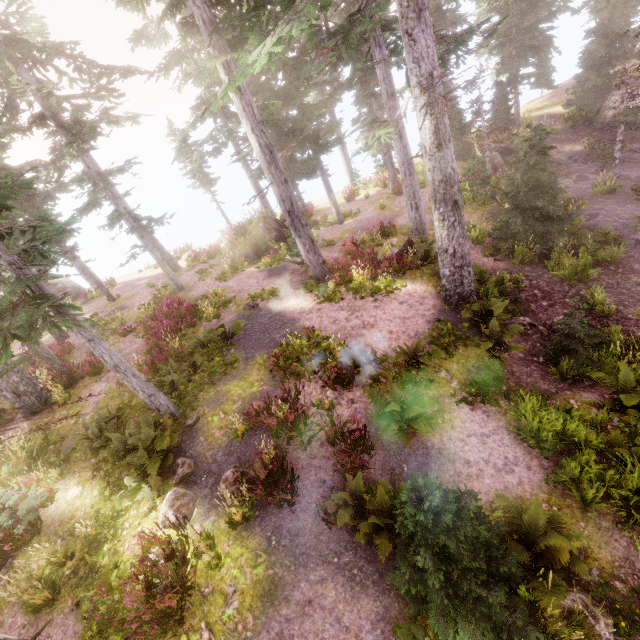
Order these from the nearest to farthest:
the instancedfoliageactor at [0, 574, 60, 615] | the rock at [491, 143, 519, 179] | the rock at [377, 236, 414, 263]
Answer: the instancedfoliageactor at [0, 574, 60, 615], the rock at [377, 236, 414, 263], the rock at [491, 143, 519, 179]

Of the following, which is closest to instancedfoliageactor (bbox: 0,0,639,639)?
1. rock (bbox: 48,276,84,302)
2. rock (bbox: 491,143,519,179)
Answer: rock (bbox: 48,276,84,302)

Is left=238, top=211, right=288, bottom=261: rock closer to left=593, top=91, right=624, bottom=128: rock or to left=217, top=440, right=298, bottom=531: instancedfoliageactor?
left=217, top=440, right=298, bottom=531: instancedfoliageactor

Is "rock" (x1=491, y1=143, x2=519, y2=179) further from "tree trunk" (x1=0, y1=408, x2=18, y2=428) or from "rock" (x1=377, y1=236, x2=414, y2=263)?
"tree trunk" (x1=0, y1=408, x2=18, y2=428)

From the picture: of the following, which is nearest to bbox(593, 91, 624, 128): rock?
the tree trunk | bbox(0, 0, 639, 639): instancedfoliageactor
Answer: bbox(0, 0, 639, 639): instancedfoliageactor

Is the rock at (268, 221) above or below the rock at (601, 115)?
above

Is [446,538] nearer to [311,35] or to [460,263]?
[460,263]

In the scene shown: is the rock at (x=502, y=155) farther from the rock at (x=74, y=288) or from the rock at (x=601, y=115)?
the rock at (x=74, y=288)
